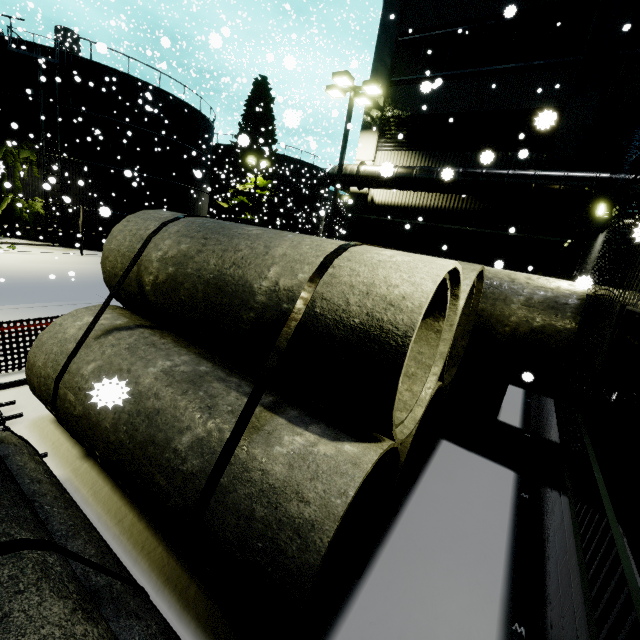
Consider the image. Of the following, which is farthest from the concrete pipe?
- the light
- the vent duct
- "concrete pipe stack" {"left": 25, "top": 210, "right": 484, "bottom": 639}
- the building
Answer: the light

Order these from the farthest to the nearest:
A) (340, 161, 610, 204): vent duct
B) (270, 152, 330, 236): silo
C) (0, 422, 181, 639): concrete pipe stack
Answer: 1. (270, 152, 330, 236): silo
2. (340, 161, 610, 204): vent duct
3. (0, 422, 181, 639): concrete pipe stack

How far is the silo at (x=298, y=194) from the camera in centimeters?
3759cm

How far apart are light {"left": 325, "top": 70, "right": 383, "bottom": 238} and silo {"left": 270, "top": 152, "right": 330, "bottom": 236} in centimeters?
2514cm

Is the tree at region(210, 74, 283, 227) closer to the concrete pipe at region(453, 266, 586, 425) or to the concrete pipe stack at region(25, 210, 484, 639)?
the concrete pipe stack at region(25, 210, 484, 639)

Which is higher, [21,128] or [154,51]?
[154,51]

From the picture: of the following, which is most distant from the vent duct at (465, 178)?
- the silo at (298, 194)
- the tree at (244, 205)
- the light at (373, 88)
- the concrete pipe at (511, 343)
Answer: the silo at (298, 194)

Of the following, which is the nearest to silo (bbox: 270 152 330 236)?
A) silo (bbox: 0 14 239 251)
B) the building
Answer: silo (bbox: 0 14 239 251)
